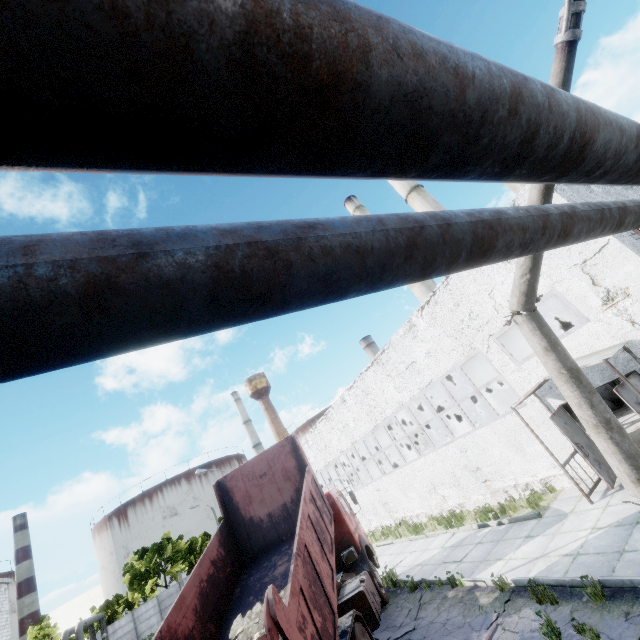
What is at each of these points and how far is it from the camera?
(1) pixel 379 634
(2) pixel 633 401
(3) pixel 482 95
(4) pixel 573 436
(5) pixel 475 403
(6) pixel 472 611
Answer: (1) asphalt debris, 8.84m
(2) door, 7.99m
(3) pipe, 1.40m
(4) door, 9.42m
(5) boiler tank, 20.16m
(6) asphalt debris, 7.41m

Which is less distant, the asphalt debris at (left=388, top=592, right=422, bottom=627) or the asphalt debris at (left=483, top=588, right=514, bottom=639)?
the asphalt debris at (left=483, top=588, right=514, bottom=639)

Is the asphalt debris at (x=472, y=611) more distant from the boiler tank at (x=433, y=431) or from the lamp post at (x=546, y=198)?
the boiler tank at (x=433, y=431)

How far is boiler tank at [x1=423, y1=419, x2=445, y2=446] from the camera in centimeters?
2413cm

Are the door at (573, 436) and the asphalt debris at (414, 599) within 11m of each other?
yes

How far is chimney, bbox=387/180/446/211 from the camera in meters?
33.9 m

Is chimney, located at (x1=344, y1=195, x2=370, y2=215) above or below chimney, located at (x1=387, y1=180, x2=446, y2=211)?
above

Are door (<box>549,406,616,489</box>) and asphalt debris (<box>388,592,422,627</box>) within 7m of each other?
yes
